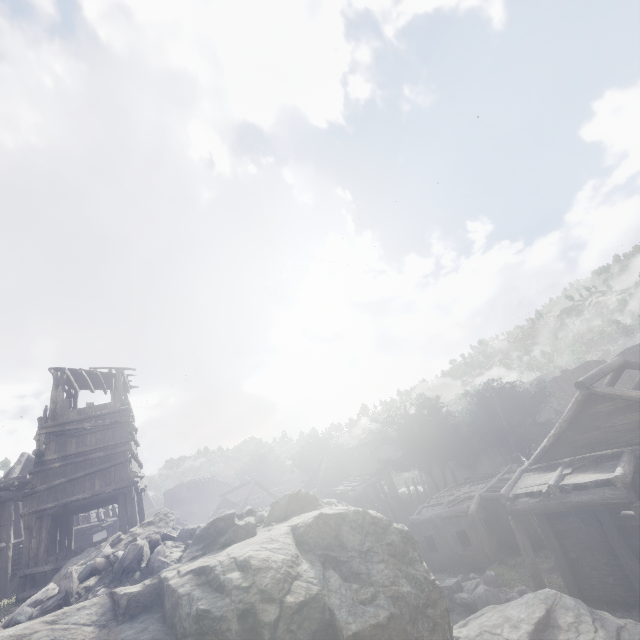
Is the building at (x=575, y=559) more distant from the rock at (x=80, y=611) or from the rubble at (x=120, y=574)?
the rubble at (x=120, y=574)

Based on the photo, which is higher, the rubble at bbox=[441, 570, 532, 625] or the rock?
the rock

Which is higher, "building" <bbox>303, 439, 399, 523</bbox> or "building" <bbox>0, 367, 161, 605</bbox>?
"building" <bbox>0, 367, 161, 605</bbox>

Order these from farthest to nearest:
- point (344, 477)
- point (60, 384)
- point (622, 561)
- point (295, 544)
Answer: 1. point (344, 477)
2. point (60, 384)
3. point (622, 561)
4. point (295, 544)

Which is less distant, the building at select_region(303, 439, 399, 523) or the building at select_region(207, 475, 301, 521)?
the building at select_region(303, 439, 399, 523)

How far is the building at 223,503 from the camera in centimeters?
3311cm

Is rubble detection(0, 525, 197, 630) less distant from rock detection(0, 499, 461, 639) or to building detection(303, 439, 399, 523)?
rock detection(0, 499, 461, 639)

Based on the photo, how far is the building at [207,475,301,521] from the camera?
33.11m
